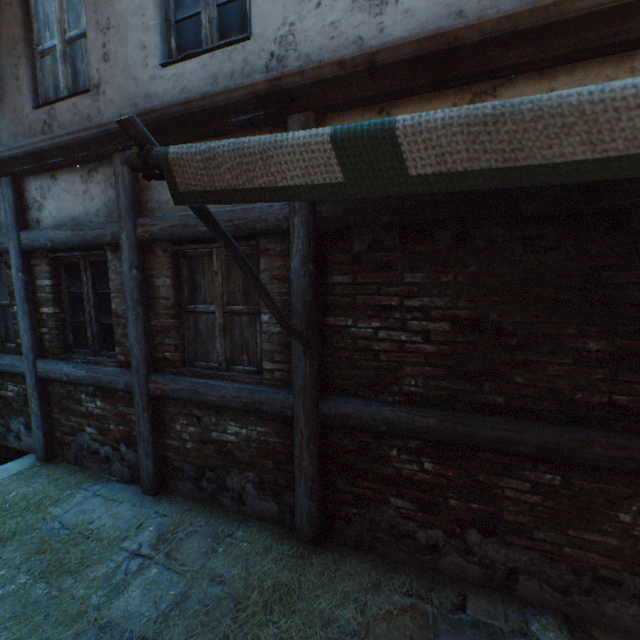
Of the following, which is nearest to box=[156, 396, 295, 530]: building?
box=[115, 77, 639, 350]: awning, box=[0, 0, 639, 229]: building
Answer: box=[115, 77, 639, 350]: awning

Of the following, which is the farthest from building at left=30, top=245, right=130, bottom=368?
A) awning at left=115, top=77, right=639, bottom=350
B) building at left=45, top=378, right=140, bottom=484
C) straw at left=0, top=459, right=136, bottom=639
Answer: awning at left=115, top=77, right=639, bottom=350

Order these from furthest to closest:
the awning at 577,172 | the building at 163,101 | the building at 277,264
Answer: the building at 277,264, the building at 163,101, the awning at 577,172

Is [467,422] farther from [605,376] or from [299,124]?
[299,124]

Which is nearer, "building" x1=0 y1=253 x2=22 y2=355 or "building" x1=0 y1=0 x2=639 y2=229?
A: "building" x1=0 y1=0 x2=639 y2=229

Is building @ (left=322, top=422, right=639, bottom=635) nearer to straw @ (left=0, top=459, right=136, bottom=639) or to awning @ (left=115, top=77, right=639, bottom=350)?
straw @ (left=0, top=459, right=136, bottom=639)

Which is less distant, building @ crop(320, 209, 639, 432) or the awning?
the awning

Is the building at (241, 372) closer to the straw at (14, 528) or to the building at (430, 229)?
the building at (430, 229)
